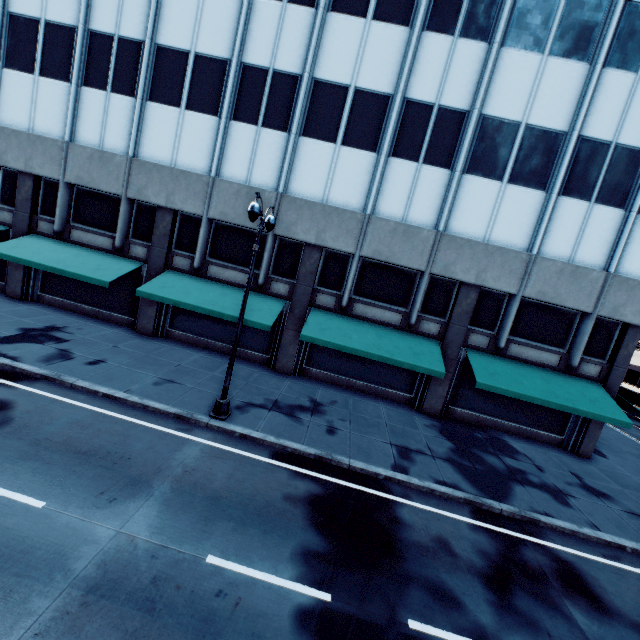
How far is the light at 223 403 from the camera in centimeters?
934cm

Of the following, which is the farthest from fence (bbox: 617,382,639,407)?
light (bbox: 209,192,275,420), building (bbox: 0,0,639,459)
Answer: light (bbox: 209,192,275,420)

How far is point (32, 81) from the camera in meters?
16.5 m

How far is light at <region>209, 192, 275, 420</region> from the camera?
9.3 meters

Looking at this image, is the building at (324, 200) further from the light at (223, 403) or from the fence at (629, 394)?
the fence at (629, 394)

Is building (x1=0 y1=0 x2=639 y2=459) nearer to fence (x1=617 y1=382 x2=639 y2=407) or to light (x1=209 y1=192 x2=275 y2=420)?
light (x1=209 y1=192 x2=275 y2=420)
